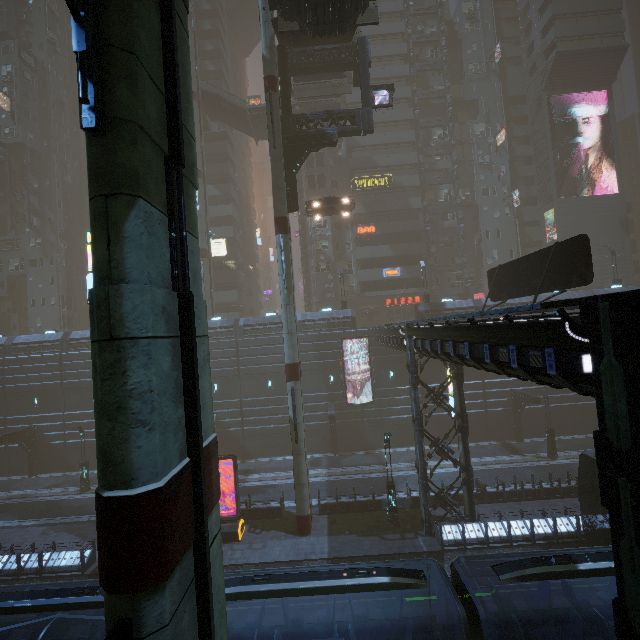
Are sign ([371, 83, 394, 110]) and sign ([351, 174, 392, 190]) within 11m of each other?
no

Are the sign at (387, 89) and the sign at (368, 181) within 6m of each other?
no

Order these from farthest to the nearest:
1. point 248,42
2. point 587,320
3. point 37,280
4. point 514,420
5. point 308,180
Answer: point 248,42 → point 37,280 → point 308,180 → point 514,420 → point 587,320

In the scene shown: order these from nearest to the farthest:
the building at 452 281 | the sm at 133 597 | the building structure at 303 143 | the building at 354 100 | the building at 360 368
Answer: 1. the sm at 133 597
2. the building structure at 303 143
3. the building at 360 368
4. the building at 354 100
5. the building at 452 281

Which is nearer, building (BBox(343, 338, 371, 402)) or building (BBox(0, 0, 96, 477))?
building (BBox(343, 338, 371, 402))

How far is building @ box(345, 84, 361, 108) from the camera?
42.7 meters

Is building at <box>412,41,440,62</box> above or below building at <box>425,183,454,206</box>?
above

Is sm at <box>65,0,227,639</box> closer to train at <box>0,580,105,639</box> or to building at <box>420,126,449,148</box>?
building at <box>420,126,449,148</box>
